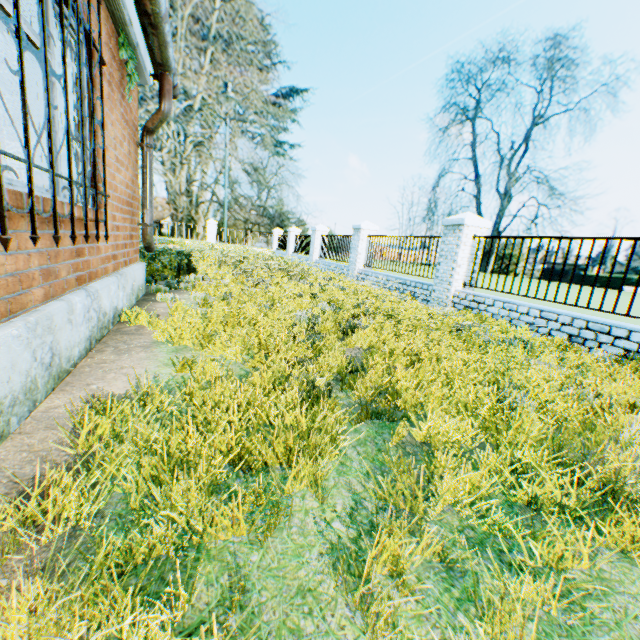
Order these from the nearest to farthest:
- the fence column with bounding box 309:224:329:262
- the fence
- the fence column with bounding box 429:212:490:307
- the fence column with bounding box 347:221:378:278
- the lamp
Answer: the lamp, the fence, the fence column with bounding box 429:212:490:307, the fence column with bounding box 347:221:378:278, the fence column with bounding box 309:224:329:262

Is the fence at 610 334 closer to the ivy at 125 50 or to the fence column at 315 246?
the ivy at 125 50

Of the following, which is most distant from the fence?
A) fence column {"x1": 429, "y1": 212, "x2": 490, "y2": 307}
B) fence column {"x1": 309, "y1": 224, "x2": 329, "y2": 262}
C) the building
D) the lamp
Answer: fence column {"x1": 309, "y1": 224, "x2": 329, "y2": 262}

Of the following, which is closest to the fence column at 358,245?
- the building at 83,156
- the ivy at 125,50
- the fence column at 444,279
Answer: the fence column at 444,279

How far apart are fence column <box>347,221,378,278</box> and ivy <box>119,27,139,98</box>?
9.2m

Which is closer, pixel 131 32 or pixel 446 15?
pixel 131 32

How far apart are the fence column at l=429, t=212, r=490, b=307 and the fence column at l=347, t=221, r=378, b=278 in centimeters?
474cm

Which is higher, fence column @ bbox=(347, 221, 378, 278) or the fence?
fence column @ bbox=(347, 221, 378, 278)
